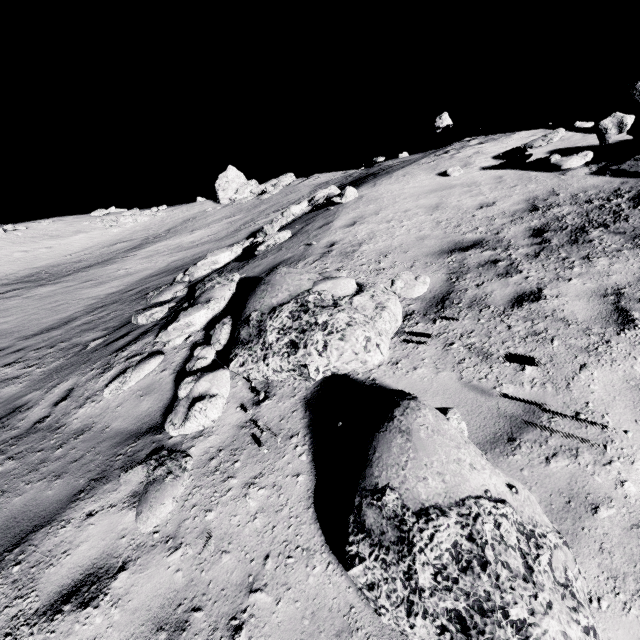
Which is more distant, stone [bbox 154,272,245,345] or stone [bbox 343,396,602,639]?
stone [bbox 154,272,245,345]

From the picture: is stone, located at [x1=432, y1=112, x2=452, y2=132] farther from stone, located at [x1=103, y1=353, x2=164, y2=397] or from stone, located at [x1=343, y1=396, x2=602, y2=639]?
stone, located at [x1=343, y1=396, x2=602, y2=639]

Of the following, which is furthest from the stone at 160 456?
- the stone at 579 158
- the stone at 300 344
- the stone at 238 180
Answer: the stone at 238 180

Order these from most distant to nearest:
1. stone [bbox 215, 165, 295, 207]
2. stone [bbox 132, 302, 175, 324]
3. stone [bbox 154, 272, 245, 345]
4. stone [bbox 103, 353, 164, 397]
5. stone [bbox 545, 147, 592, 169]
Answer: stone [bbox 215, 165, 295, 207], stone [bbox 545, 147, 592, 169], stone [bbox 132, 302, 175, 324], stone [bbox 154, 272, 245, 345], stone [bbox 103, 353, 164, 397]

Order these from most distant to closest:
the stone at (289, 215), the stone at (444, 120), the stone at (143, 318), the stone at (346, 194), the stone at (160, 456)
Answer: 1. the stone at (444, 120)
2. the stone at (346, 194)
3. the stone at (289, 215)
4. the stone at (143, 318)
5. the stone at (160, 456)

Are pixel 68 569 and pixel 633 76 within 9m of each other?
no

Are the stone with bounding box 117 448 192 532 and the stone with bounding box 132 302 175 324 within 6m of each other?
yes

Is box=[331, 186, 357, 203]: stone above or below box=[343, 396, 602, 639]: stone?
above
